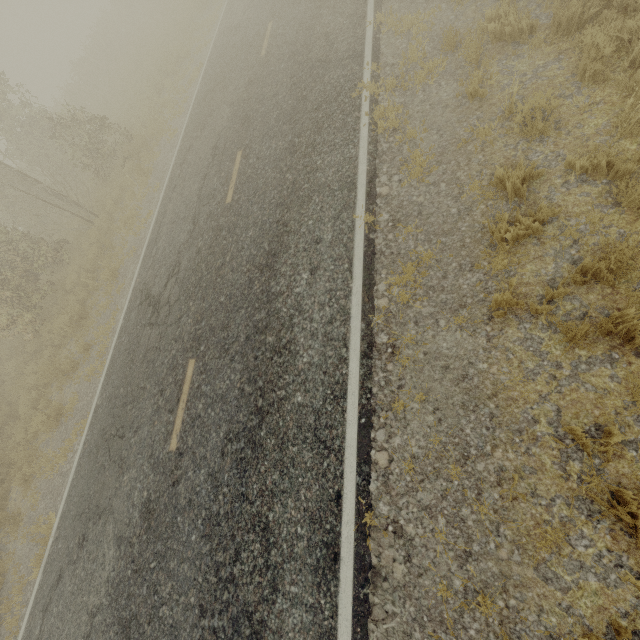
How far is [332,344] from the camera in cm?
522
